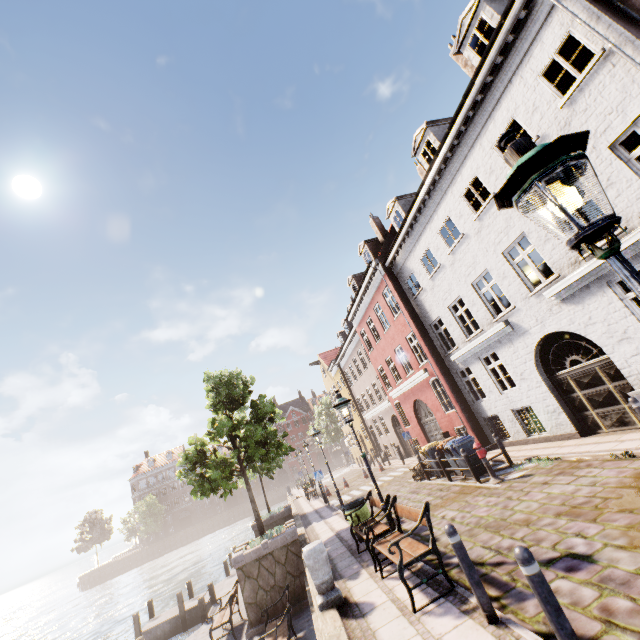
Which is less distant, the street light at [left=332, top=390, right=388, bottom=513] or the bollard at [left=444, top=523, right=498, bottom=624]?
the bollard at [left=444, top=523, right=498, bottom=624]

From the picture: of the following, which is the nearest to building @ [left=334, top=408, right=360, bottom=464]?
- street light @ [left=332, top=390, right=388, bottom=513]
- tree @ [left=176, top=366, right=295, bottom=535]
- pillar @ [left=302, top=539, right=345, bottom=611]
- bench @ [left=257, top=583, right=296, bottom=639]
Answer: street light @ [left=332, top=390, right=388, bottom=513]

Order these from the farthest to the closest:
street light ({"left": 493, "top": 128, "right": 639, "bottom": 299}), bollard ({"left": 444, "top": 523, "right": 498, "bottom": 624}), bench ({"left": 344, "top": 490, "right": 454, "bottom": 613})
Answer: bench ({"left": 344, "top": 490, "right": 454, "bottom": 613}) < bollard ({"left": 444, "top": 523, "right": 498, "bottom": 624}) < street light ({"left": 493, "top": 128, "right": 639, "bottom": 299})

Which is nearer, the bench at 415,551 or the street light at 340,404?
the bench at 415,551

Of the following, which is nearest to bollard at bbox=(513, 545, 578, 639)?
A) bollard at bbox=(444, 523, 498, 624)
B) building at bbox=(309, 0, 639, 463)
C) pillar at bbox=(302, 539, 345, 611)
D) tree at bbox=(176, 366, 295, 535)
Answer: bollard at bbox=(444, 523, 498, 624)

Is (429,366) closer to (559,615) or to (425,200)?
(425,200)

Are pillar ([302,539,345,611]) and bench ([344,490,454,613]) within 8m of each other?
yes

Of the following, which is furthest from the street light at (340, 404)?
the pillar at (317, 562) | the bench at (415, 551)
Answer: the pillar at (317, 562)
